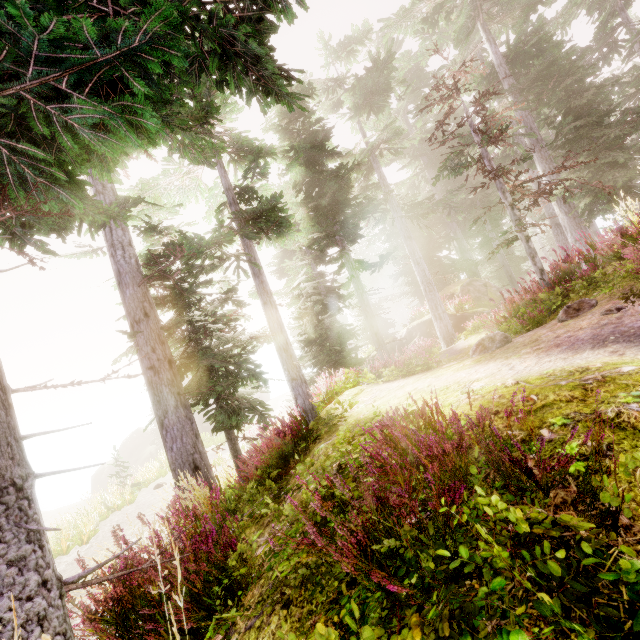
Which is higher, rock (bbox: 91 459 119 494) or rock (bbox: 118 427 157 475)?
→ rock (bbox: 118 427 157 475)

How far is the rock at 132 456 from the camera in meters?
39.6

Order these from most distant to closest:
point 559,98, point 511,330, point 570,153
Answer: point 570,153
point 559,98
point 511,330

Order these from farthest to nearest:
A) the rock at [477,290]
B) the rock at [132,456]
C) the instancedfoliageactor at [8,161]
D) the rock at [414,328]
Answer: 1. the rock at [132,456]
2. the rock at [414,328]
3. the rock at [477,290]
4. the instancedfoliageactor at [8,161]

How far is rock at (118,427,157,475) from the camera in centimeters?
3956cm

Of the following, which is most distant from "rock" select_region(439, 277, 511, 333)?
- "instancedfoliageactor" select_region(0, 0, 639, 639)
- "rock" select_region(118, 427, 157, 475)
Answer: "rock" select_region(118, 427, 157, 475)

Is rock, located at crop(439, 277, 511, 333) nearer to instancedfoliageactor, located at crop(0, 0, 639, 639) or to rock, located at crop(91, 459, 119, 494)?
instancedfoliageactor, located at crop(0, 0, 639, 639)
